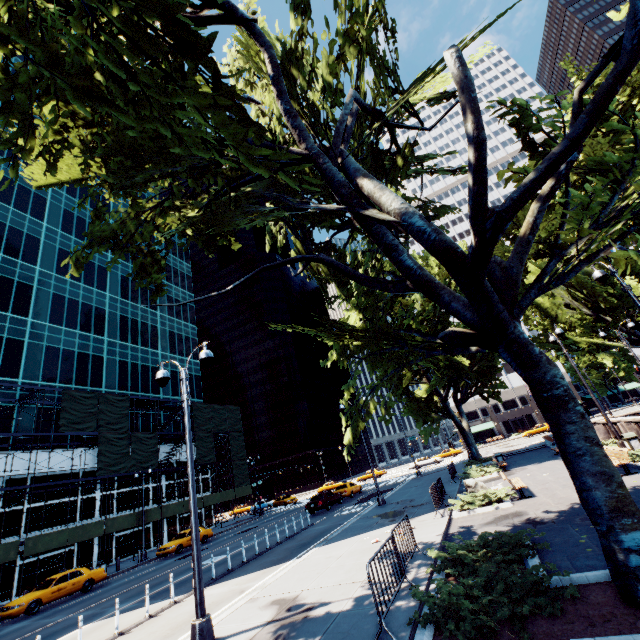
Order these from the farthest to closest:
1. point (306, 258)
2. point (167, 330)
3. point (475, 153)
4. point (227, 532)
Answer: point (167, 330)
point (227, 532)
point (306, 258)
point (475, 153)

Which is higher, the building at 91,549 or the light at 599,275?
the light at 599,275

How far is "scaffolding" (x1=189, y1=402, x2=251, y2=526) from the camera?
41.4m

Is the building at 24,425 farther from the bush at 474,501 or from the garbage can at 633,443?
the garbage can at 633,443

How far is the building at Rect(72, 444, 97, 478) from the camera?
31.7 meters

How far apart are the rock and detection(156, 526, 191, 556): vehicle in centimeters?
2429cm

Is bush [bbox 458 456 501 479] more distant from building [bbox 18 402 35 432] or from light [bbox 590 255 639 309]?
building [bbox 18 402 35 432]

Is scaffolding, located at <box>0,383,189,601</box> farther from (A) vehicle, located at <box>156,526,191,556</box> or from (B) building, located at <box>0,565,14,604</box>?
(A) vehicle, located at <box>156,526,191,556</box>
